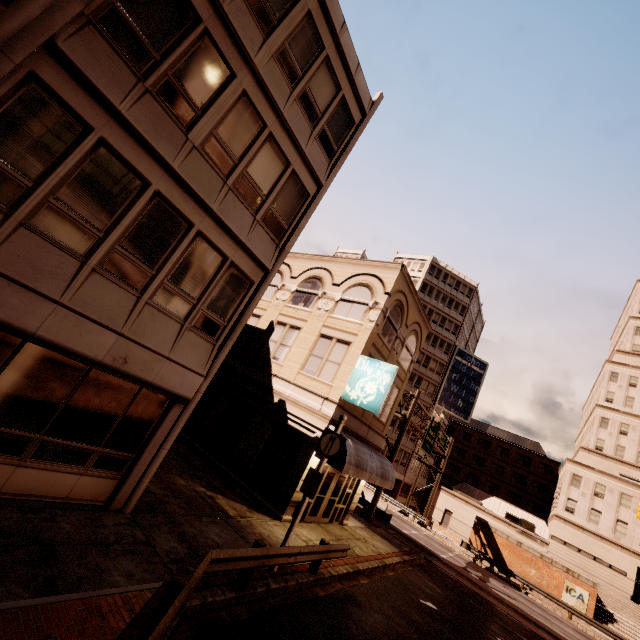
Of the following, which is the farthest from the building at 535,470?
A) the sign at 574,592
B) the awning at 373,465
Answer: the awning at 373,465

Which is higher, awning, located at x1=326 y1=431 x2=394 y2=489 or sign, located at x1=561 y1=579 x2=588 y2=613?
awning, located at x1=326 y1=431 x2=394 y2=489

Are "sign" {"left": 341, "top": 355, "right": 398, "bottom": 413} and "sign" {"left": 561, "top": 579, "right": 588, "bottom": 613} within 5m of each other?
no

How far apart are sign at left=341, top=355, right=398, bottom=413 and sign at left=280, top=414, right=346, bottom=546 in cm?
352

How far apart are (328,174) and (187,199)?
5.5m

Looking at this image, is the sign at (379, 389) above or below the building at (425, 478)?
above

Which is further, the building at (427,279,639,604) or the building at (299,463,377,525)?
the building at (427,279,639,604)

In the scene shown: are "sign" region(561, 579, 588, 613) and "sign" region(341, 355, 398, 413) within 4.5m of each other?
no
